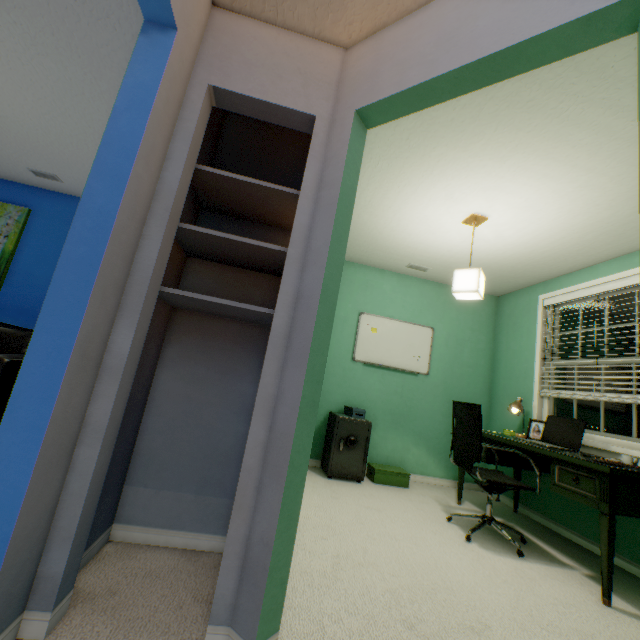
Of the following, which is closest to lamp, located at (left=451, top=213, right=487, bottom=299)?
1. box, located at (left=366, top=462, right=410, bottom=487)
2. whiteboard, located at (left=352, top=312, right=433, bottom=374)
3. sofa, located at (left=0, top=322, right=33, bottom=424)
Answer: whiteboard, located at (left=352, top=312, right=433, bottom=374)

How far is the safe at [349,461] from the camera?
3.28m

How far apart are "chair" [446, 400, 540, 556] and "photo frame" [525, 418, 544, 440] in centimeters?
49cm

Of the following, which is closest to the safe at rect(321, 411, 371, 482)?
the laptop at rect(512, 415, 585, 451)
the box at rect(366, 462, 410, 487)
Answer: the box at rect(366, 462, 410, 487)

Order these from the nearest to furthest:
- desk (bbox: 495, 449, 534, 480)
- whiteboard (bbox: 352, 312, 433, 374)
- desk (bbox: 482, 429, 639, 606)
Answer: desk (bbox: 482, 429, 639, 606) → desk (bbox: 495, 449, 534, 480) → whiteboard (bbox: 352, 312, 433, 374)

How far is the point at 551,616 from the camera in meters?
1.6 m

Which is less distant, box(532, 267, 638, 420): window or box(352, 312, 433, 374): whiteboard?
box(532, 267, 638, 420): window

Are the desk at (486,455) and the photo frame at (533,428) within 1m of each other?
yes
